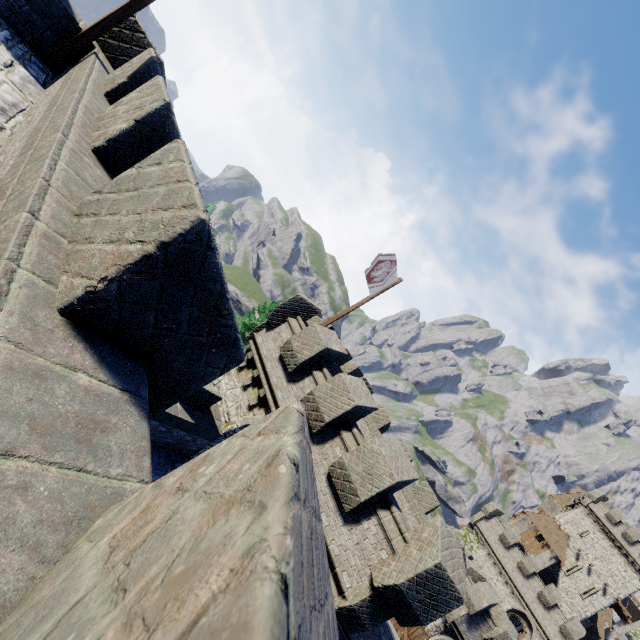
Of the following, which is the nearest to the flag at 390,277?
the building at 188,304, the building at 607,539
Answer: the building at 188,304

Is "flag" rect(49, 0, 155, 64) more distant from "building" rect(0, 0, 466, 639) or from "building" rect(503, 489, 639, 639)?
"building" rect(503, 489, 639, 639)

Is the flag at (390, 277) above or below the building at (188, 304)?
above

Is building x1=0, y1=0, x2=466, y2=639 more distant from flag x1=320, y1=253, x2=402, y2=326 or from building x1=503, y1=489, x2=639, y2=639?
building x1=503, y1=489, x2=639, y2=639

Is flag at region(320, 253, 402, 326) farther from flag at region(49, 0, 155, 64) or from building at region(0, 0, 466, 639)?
flag at region(49, 0, 155, 64)

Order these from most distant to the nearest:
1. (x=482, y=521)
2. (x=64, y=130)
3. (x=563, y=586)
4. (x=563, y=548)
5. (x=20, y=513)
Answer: (x=563, y=548)
(x=563, y=586)
(x=482, y=521)
(x=64, y=130)
(x=20, y=513)

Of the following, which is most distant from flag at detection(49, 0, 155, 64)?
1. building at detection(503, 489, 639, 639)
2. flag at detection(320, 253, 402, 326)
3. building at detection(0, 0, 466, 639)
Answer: building at detection(503, 489, 639, 639)

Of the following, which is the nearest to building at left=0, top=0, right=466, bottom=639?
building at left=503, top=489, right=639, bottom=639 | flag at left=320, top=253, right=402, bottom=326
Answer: flag at left=320, top=253, right=402, bottom=326
